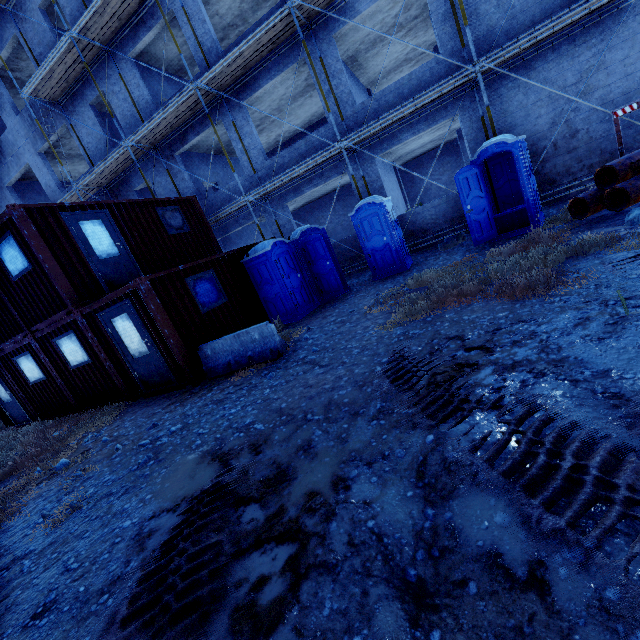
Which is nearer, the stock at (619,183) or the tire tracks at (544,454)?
the tire tracks at (544,454)

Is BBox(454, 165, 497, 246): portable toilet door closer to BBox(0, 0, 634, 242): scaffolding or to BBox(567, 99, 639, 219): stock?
BBox(0, 0, 634, 242): scaffolding

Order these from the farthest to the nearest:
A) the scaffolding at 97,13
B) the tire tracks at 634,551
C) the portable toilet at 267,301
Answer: the portable toilet at 267,301 < the scaffolding at 97,13 < the tire tracks at 634,551

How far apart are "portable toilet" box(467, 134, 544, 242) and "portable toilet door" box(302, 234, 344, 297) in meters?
4.2

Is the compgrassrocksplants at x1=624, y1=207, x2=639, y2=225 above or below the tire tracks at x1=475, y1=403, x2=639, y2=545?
above

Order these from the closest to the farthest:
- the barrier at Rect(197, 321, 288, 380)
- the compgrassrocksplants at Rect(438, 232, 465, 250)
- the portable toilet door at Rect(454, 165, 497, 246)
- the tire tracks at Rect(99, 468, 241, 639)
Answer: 1. the tire tracks at Rect(99, 468, 241, 639)
2. the barrier at Rect(197, 321, 288, 380)
3. the portable toilet door at Rect(454, 165, 497, 246)
4. the compgrassrocksplants at Rect(438, 232, 465, 250)

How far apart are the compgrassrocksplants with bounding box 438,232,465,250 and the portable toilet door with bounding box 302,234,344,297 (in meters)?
3.48

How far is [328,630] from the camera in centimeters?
187cm
